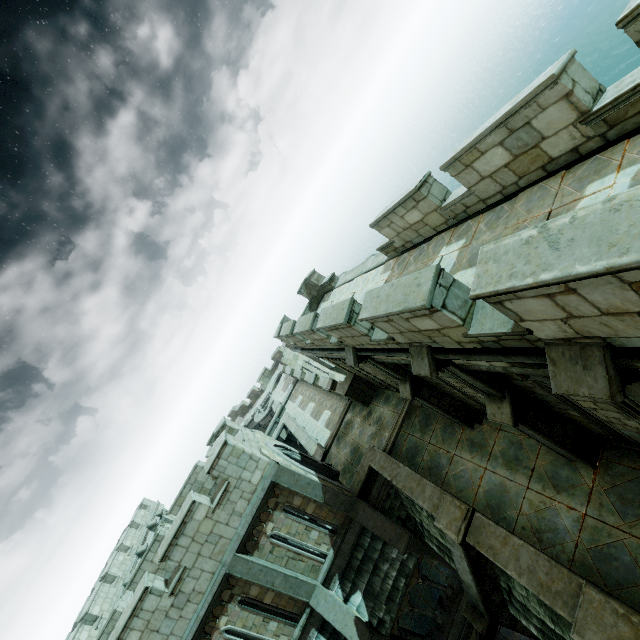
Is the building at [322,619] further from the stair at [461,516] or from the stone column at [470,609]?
the stair at [461,516]

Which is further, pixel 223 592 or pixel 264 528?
pixel 264 528

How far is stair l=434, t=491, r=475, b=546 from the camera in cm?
783

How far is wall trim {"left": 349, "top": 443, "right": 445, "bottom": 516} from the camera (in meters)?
9.32

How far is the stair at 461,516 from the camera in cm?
783

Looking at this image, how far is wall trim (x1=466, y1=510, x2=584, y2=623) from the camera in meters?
5.7

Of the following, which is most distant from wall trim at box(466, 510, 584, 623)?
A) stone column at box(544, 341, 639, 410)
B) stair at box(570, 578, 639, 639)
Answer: stone column at box(544, 341, 639, 410)

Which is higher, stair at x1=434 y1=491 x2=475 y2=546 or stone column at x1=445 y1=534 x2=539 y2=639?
stair at x1=434 y1=491 x2=475 y2=546
